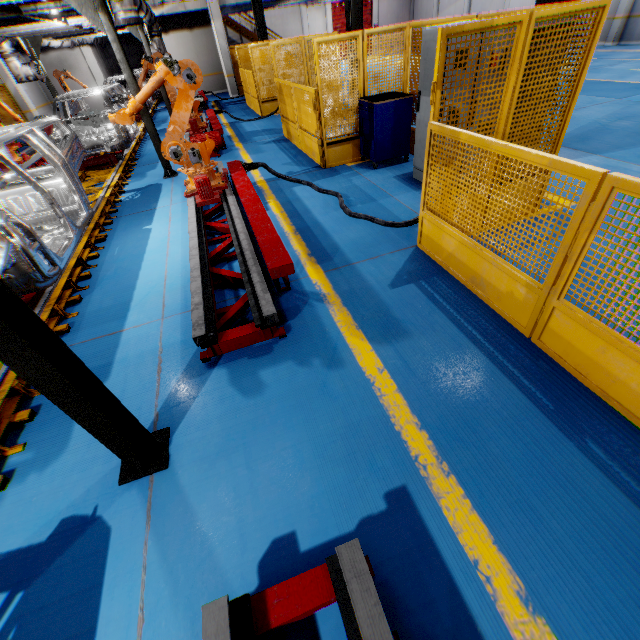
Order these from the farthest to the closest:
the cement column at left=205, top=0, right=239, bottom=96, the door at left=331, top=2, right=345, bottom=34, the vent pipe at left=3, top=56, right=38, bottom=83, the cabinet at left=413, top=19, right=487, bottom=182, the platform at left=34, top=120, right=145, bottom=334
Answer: the door at left=331, top=2, right=345, bottom=34 → the cement column at left=205, top=0, right=239, bottom=96 → the vent pipe at left=3, top=56, right=38, bottom=83 → the cabinet at left=413, top=19, right=487, bottom=182 → the platform at left=34, top=120, right=145, bottom=334

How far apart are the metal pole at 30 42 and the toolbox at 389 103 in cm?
1294

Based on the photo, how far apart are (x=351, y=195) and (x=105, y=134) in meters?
7.5 m

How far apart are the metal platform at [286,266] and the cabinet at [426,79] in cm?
302

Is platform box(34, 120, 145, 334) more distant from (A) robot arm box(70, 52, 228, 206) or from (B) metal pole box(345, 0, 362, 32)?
(B) metal pole box(345, 0, 362, 32)

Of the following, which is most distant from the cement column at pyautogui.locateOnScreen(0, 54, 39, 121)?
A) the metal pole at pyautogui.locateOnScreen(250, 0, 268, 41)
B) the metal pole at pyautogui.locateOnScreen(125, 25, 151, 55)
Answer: the metal pole at pyautogui.locateOnScreen(250, 0, 268, 41)

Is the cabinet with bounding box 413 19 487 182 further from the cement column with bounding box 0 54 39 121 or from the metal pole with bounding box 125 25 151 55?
the cement column with bounding box 0 54 39 121

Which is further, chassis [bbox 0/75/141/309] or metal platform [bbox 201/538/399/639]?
chassis [bbox 0/75/141/309]
